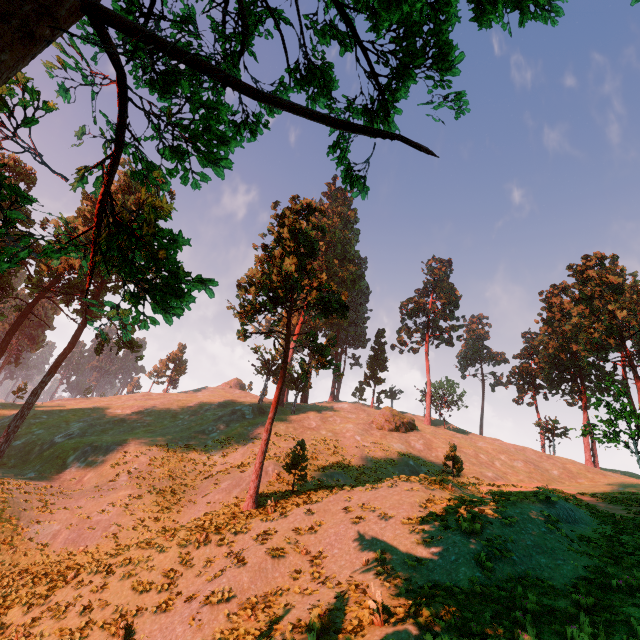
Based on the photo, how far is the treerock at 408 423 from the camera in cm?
4207

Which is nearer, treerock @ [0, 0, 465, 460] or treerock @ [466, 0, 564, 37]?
treerock @ [0, 0, 465, 460]

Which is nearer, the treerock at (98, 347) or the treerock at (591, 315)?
the treerock at (98, 347)

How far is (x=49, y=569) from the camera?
18.3m

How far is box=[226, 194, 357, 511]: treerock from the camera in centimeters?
2125cm
